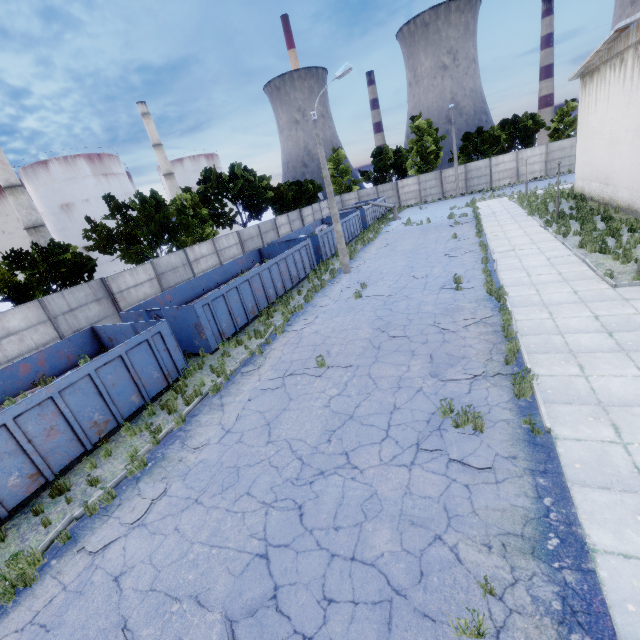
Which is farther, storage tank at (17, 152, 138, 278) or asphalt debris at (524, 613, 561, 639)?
storage tank at (17, 152, 138, 278)

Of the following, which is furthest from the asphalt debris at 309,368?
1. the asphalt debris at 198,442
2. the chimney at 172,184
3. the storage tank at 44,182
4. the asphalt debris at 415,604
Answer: the chimney at 172,184

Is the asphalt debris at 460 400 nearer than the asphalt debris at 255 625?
No

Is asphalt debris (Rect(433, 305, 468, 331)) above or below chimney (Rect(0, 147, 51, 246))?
below

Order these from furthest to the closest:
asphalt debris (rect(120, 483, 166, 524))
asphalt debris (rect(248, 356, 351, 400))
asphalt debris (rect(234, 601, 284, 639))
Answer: asphalt debris (rect(248, 356, 351, 400)), asphalt debris (rect(120, 483, 166, 524)), asphalt debris (rect(234, 601, 284, 639))

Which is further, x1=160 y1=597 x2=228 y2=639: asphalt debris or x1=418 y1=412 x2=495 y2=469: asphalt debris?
x1=418 y1=412 x2=495 y2=469: asphalt debris

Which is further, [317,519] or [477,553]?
[317,519]

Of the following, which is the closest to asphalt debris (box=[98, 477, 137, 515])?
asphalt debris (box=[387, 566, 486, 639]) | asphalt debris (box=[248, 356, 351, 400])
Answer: asphalt debris (box=[248, 356, 351, 400])
